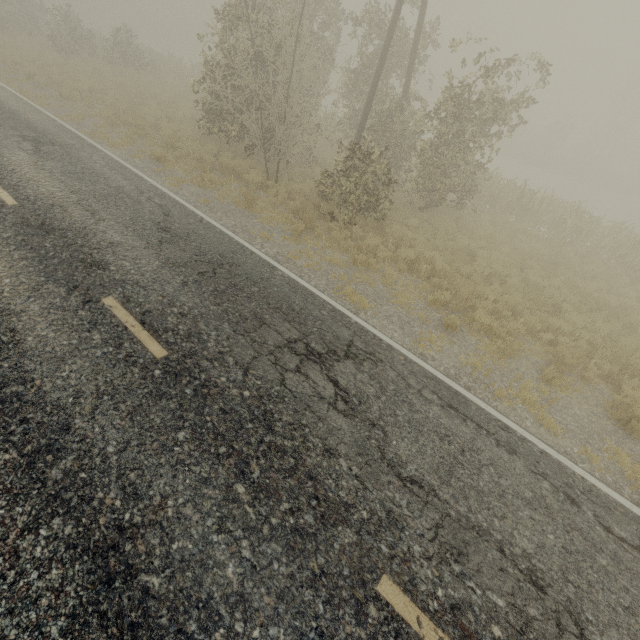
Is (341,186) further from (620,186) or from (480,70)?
(620,186)
